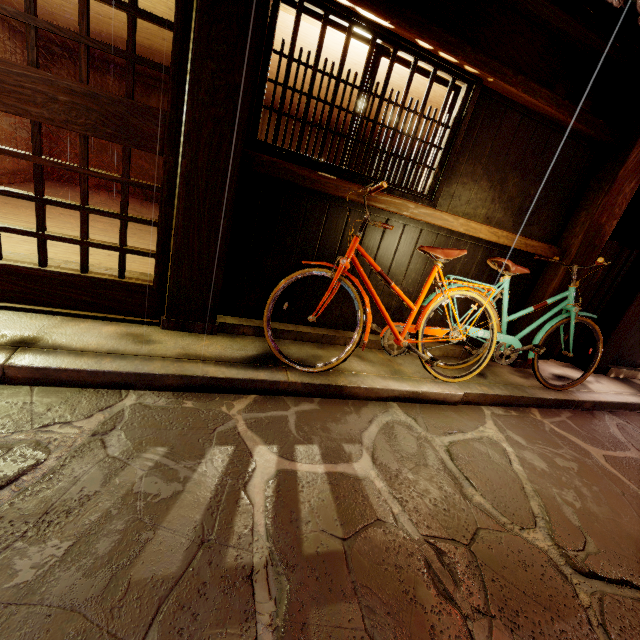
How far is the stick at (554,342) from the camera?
8.8m

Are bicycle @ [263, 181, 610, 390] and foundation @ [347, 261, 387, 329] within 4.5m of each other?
yes

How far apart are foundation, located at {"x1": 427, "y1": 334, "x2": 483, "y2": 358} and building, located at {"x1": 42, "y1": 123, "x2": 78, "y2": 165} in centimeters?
1399cm

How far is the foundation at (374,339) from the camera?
6.5m

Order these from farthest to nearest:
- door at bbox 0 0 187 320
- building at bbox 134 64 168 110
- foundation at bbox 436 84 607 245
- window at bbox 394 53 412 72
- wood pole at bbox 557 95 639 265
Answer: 1. building at bbox 134 64 168 110
2. wood pole at bbox 557 95 639 265
3. foundation at bbox 436 84 607 245
4. window at bbox 394 53 412 72
5. door at bbox 0 0 187 320

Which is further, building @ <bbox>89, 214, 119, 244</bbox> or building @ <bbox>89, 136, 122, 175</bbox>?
building @ <bbox>89, 136, 122, 175</bbox>

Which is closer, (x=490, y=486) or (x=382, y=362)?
(x=490, y=486)

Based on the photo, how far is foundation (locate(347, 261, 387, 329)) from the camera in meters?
6.1 m
